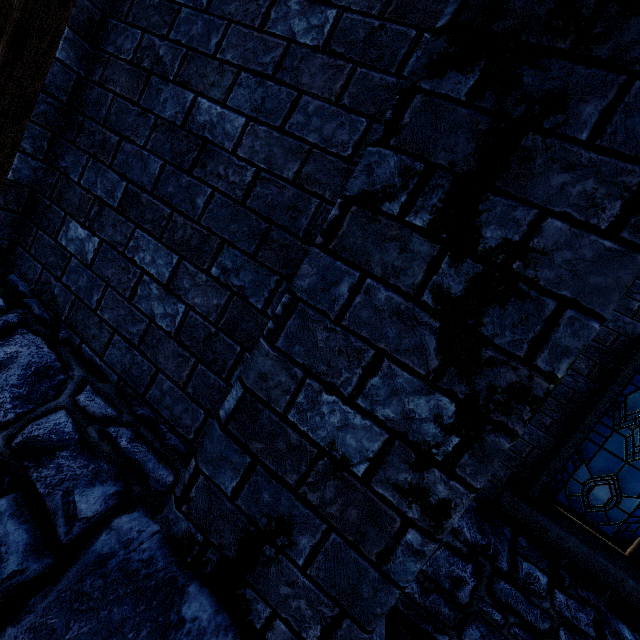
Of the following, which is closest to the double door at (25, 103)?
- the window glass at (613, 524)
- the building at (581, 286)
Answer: the building at (581, 286)

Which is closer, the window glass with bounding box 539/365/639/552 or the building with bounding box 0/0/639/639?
the building with bounding box 0/0/639/639

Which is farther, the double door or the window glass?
the window glass

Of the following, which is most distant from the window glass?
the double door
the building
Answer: the double door

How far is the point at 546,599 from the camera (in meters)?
3.24

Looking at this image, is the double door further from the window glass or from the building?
the window glass
